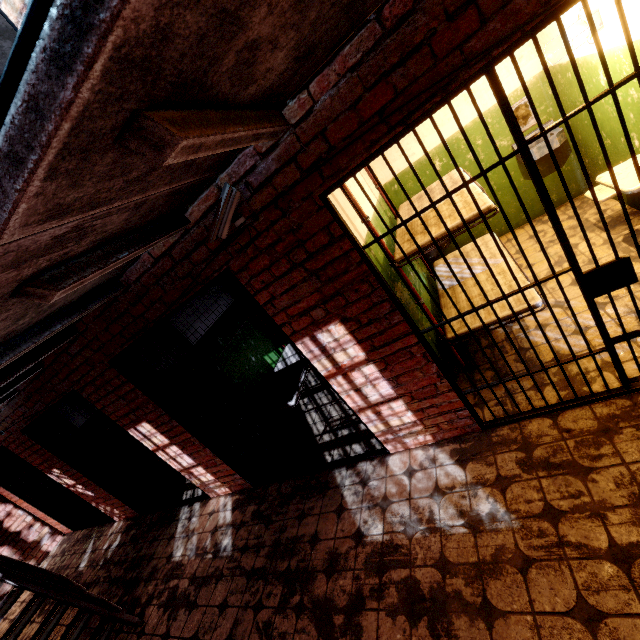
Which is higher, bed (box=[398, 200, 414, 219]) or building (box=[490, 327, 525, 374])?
bed (box=[398, 200, 414, 219])

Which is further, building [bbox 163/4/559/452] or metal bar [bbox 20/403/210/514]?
metal bar [bbox 20/403/210/514]

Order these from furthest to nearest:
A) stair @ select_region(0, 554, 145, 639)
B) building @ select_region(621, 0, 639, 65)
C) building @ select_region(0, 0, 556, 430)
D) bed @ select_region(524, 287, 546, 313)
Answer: stair @ select_region(0, 554, 145, 639) → bed @ select_region(524, 287, 546, 313) → building @ select_region(621, 0, 639, 65) → building @ select_region(0, 0, 556, 430)

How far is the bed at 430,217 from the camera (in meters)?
2.69

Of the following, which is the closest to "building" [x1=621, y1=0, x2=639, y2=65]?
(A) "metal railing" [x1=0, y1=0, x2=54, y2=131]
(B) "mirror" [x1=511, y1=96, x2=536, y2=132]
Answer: (B) "mirror" [x1=511, y1=96, x2=536, y2=132]

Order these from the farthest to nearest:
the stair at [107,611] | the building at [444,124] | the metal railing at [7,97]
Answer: the building at [444,124]
the stair at [107,611]
the metal railing at [7,97]

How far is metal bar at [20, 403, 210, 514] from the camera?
4.65m

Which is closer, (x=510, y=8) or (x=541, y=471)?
(x=510, y=8)
